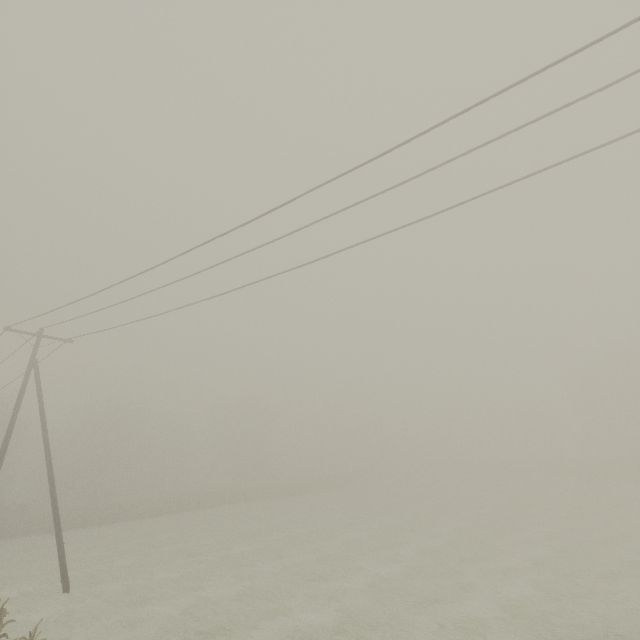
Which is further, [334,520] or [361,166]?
[334,520]
